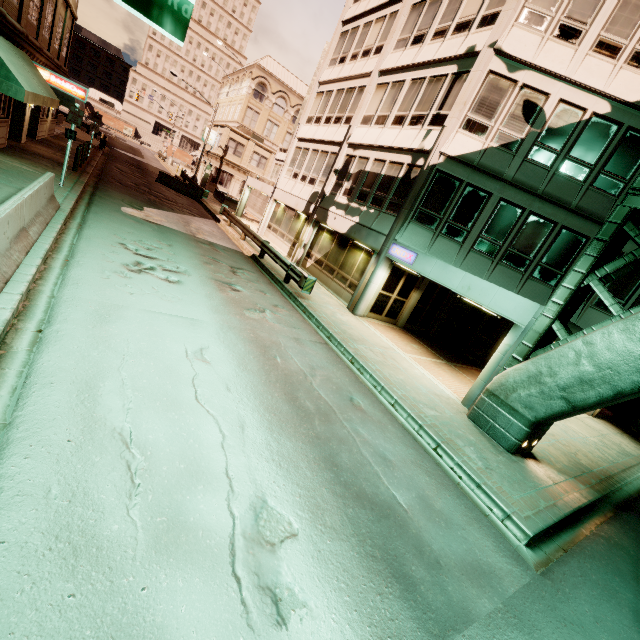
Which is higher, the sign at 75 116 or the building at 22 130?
the sign at 75 116

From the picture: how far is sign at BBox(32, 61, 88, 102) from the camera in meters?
15.1

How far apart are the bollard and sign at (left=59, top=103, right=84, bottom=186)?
6.75m

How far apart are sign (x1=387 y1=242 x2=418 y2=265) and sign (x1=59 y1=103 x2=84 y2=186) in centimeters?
1286cm

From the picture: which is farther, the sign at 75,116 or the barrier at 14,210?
the sign at 75,116

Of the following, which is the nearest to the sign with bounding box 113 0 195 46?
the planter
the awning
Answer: the awning

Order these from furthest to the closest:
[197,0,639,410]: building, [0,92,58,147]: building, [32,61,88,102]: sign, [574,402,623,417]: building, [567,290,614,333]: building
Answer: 1. [574,402,623,417]: building
2. [32,61,88,102]: sign
3. [0,92,58,147]: building
4. [197,0,639,410]: building
5. [567,290,614,333]: building

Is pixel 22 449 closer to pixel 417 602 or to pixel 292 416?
pixel 292 416
